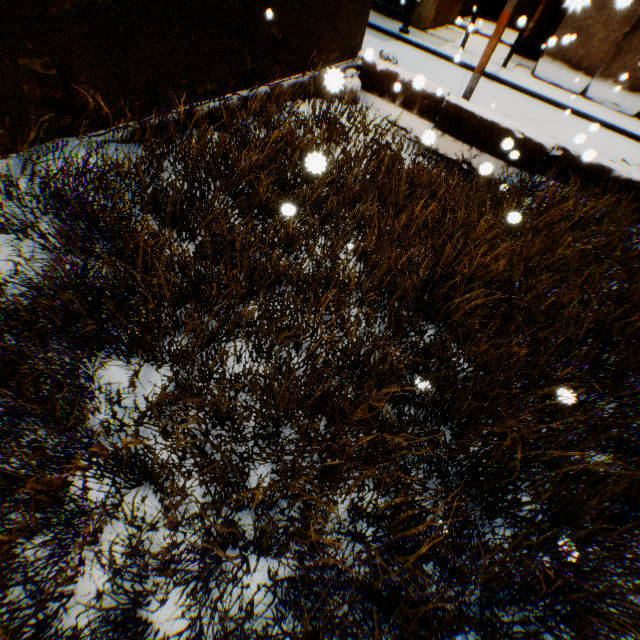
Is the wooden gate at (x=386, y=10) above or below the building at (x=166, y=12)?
below

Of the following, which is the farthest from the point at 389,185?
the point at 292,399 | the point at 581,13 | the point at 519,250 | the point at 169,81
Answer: the point at 581,13

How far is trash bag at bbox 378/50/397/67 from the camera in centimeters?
750cm

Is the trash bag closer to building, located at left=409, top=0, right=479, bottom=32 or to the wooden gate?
building, located at left=409, top=0, right=479, bottom=32

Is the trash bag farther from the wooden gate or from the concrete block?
the wooden gate

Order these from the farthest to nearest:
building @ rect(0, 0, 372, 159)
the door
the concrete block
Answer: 1. the door
2. the concrete block
3. building @ rect(0, 0, 372, 159)

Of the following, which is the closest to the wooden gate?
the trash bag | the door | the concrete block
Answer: the trash bag

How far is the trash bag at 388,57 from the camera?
7.5m
